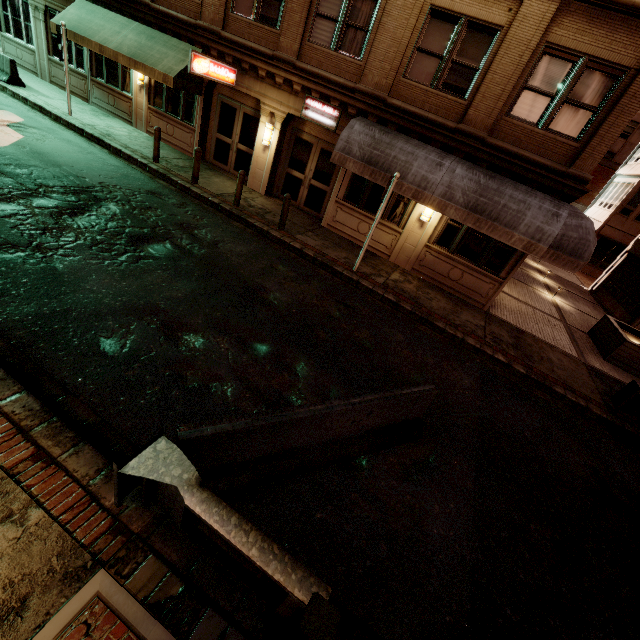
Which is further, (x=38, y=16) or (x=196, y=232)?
(x=38, y=16)

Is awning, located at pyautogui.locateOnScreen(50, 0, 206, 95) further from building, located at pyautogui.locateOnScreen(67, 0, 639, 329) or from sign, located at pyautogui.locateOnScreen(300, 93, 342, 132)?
sign, located at pyautogui.locateOnScreen(300, 93, 342, 132)

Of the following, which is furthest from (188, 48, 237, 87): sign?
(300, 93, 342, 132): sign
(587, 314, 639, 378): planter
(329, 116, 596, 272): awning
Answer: (587, 314, 639, 378): planter

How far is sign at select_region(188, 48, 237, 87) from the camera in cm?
1058

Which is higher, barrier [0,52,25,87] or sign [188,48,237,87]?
sign [188,48,237,87]

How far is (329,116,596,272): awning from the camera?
8.9m

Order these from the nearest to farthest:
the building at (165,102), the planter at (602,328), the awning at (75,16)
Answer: the building at (165,102), the planter at (602,328), the awning at (75,16)

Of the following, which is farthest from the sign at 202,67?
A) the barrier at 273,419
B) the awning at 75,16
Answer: the barrier at 273,419
